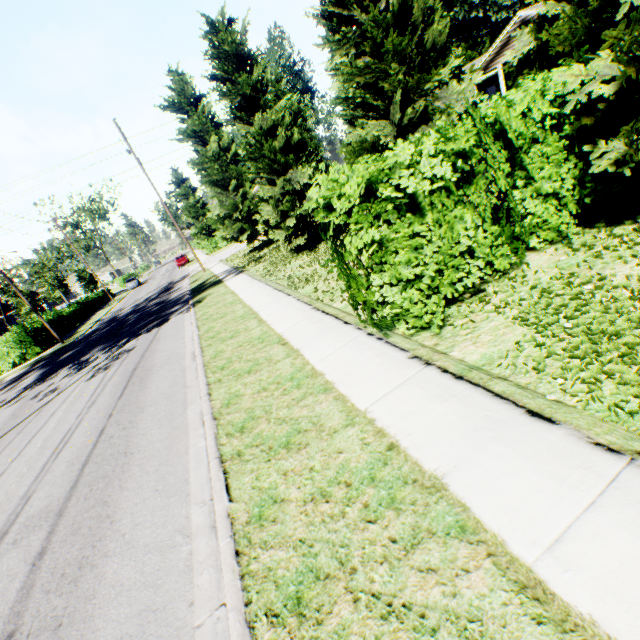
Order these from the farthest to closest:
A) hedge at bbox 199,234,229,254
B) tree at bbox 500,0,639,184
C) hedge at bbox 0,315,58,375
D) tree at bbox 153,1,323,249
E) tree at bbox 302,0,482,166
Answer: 1. hedge at bbox 199,234,229,254
2. hedge at bbox 0,315,58,375
3. tree at bbox 153,1,323,249
4. tree at bbox 302,0,482,166
5. tree at bbox 500,0,639,184

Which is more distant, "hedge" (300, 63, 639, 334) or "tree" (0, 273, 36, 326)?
"tree" (0, 273, 36, 326)

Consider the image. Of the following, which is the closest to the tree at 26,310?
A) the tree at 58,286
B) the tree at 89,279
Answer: the tree at 58,286

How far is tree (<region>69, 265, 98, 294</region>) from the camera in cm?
5175

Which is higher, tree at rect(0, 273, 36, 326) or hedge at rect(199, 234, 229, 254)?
tree at rect(0, 273, 36, 326)

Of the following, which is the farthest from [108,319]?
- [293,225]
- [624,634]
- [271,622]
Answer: [624,634]

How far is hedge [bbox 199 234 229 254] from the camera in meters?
A: 44.8 m

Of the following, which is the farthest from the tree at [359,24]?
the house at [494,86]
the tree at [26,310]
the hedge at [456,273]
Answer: the tree at [26,310]
